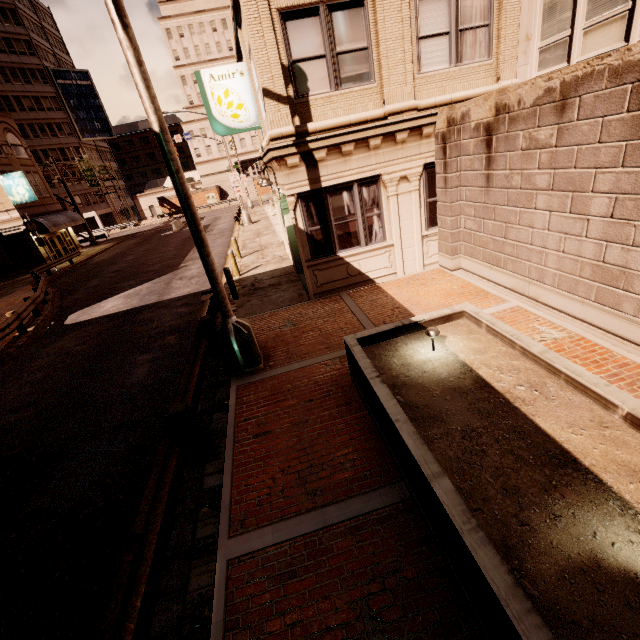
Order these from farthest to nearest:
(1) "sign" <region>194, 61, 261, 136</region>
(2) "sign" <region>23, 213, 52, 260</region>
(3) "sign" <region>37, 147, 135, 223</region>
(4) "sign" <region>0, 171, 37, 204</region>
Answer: (3) "sign" <region>37, 147, 135, 223</region> < (4) "sign" <region>0, 171, 37, 204</region> < (2) "sign" <region>23, 213, 52, 260</region> < (1) "sign" <region>194, 61, 261, 136</region>

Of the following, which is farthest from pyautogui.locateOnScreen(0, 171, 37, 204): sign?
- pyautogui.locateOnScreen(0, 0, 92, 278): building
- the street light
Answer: pyautogui.locateOnScreen(0, 0, 92, 278): building

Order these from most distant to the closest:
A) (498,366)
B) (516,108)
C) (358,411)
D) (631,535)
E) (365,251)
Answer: (365,251) < (516,108) < (358,411) < (498,366) < (631,535)

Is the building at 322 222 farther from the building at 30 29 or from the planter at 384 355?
the building at 30 29

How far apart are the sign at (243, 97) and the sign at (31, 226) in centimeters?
2412cm

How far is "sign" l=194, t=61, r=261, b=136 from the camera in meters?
10.0

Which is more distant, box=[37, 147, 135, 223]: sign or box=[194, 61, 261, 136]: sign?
box=[37, 147, 135, 223]: sign

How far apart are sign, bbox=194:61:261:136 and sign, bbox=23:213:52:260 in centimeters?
2412cm
